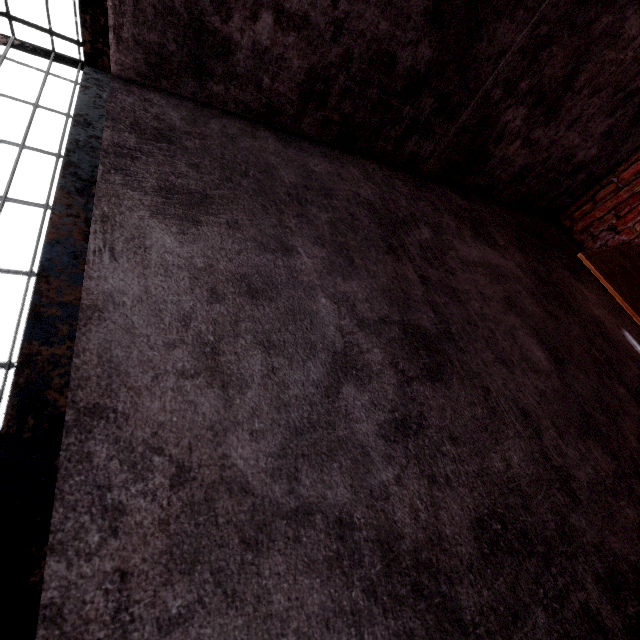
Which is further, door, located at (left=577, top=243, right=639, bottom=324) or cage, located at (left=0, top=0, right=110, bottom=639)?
door, located at (left=577, top=243, right=639, bottom=324)

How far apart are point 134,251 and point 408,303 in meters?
1.1

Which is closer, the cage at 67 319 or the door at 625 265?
the cage at 67 319
